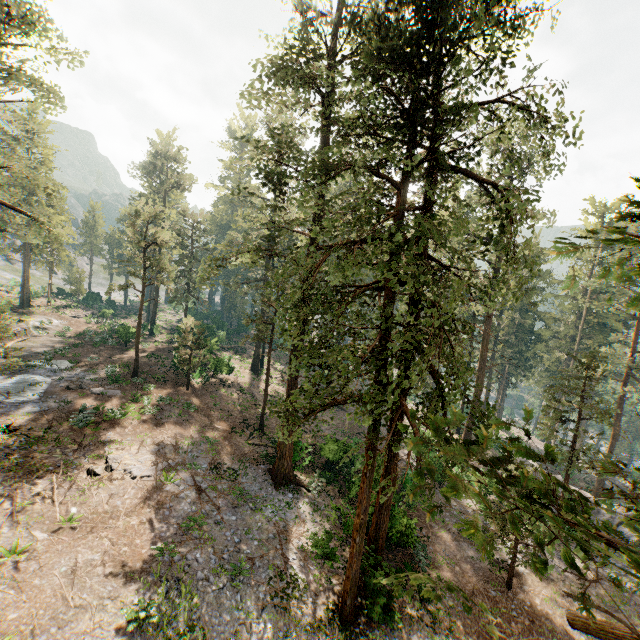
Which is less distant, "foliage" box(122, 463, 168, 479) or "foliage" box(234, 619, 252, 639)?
"foliage" box(234, 619, 252, 639)

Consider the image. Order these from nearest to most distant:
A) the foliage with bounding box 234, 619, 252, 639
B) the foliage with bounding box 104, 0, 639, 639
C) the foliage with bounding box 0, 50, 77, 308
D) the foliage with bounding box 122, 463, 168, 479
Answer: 1. the foliage with bounding box 104, 0, 639, 639
2. the foliage with bounding box 234, 619, 252, 639
3. the foliage with bounding box 122, 463, 168, 479
4. the foliage with bounding box 0, 50, 77, 308

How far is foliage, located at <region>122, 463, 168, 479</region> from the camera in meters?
17.4 m

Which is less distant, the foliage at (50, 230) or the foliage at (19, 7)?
the foliage at (19, 7)

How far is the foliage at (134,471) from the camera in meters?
17.4

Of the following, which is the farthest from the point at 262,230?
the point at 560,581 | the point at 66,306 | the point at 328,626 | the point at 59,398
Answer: the point at 560,581
